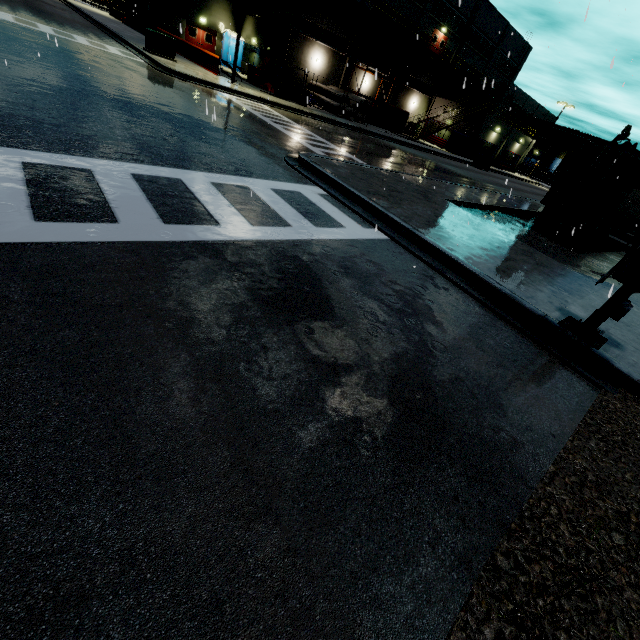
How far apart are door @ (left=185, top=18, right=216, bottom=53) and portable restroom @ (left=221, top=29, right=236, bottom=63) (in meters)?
0.77

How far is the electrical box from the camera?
18.5m

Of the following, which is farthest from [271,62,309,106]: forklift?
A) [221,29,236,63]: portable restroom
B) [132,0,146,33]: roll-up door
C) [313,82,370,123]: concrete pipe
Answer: [132,0,146,33]: roll-up door

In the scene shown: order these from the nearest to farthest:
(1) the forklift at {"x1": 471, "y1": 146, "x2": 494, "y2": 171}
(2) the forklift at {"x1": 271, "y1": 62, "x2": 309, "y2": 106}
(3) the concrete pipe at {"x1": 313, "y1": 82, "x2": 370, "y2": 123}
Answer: (2) the forklift at {"x1": 271, "y1": 62, "x2": 309, "y2": 106} < (3) the concrete pipe at {"x1": 313, "y1": 82, "x2": 370, "y2": 123} < (1) the forklift at {"x1": 471, "y1": 146, "x2": 494, "y2": 171}

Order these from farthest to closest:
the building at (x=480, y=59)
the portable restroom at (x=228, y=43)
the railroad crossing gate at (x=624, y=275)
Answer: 1. the building at (x=480, y=59)
2. the portable restroom at (x=228, y=43)
3. the railroad crossing gate at (x=624, y=275)

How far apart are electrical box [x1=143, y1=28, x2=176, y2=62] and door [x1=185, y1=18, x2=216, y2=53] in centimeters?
1419cm

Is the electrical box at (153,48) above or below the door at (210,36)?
below

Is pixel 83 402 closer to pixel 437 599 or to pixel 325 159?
pixel 437 599
